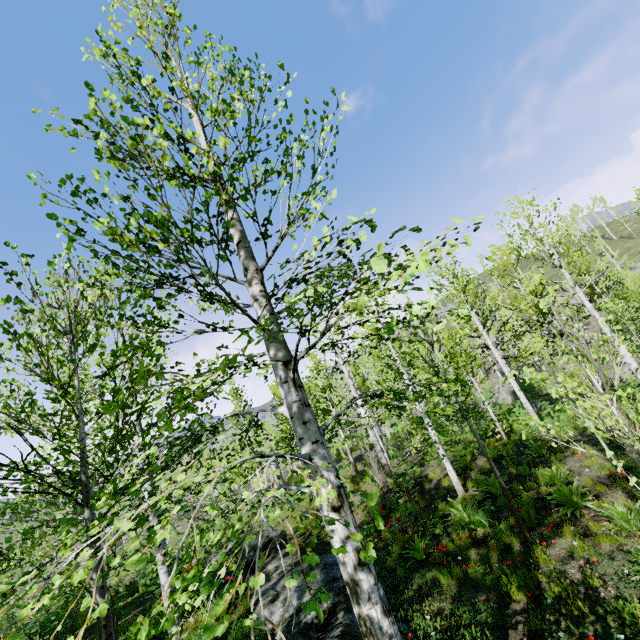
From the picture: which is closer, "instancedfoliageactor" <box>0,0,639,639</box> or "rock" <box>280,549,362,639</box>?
"instancedfoliageactor" <box>0,0,639,639</box>

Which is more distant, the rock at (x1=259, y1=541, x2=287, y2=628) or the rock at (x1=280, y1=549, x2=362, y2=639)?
the rock at (x1=259, y1=541, x2=287, y2=628)

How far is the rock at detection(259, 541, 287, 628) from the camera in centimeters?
627cm

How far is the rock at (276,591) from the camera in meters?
6.3 m

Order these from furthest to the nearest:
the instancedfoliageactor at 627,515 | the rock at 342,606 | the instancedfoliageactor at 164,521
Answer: the instancedfoliageactor at 627,515, the rock at 342,606, the instancedfoliageactor at 164,521

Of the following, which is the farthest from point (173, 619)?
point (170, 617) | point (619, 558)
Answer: point (619, 558)

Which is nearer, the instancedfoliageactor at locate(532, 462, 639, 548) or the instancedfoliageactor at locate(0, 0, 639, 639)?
the instancedfoliageactor at locate(0, 0, 639, 639)

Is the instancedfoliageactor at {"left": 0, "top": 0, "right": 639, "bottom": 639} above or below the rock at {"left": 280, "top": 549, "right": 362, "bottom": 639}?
above
